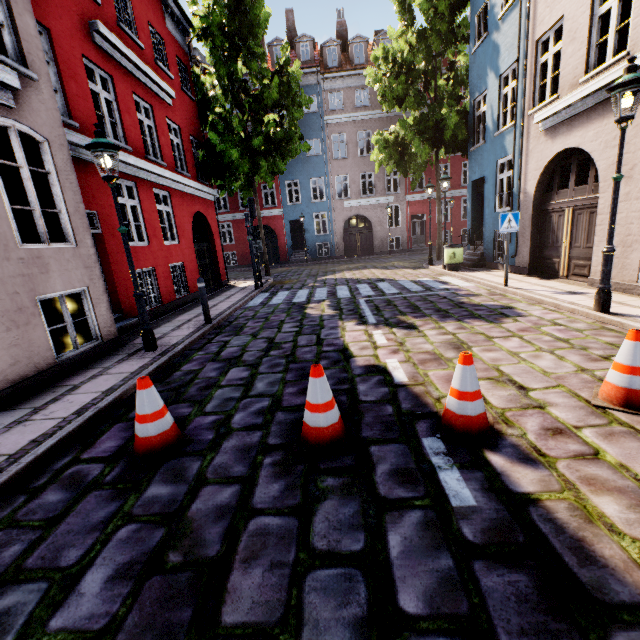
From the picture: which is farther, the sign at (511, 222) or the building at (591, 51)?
the sign at (511, 222)

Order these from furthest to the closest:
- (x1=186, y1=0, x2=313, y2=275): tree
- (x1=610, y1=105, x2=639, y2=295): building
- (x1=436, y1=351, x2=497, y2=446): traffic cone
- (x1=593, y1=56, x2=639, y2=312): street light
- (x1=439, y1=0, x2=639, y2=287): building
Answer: (x1=186, y1=0, x2=313, y2=275): tree < (x1=439, y1=0, x2=639, y2=287): building < (x1=610, y1=105, x2=639, y2=295): building < (x1=593, y1=56, x2=639, y2=312): street light < (x1=436, y1=351, x2=497, y2=446): traffic cone

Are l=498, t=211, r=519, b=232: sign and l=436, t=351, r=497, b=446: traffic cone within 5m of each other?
no

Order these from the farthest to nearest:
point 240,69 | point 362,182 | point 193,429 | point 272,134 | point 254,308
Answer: point 362,182
point 240,69
point 272,134
point 254,308
point 193,429

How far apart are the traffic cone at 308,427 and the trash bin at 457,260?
11.02m

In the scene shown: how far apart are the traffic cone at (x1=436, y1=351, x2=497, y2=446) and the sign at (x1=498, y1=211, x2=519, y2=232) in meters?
6.7 m

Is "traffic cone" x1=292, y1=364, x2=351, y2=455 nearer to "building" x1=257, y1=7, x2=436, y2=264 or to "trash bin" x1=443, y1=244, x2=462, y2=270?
"building" x1=257, y1=7, x2=436, y2=264

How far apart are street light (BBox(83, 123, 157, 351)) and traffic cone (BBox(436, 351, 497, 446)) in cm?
521
